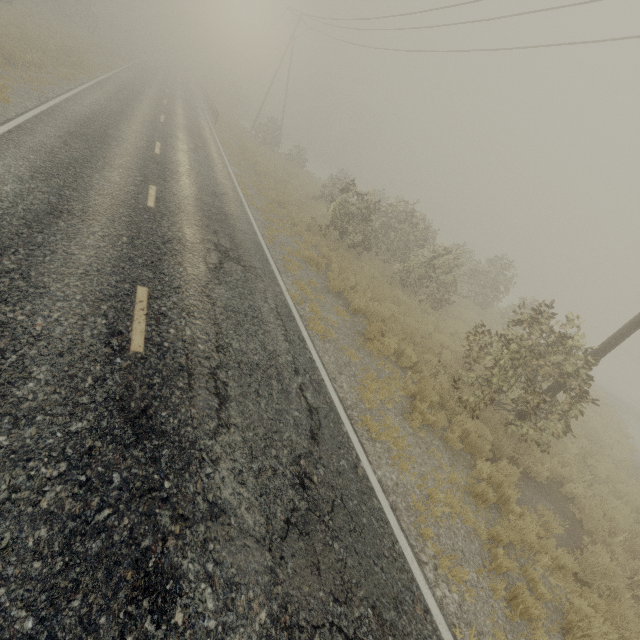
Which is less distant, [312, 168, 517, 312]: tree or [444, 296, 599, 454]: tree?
[444, 296, 599, 454]: tree

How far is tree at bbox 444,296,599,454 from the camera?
7.8 meters

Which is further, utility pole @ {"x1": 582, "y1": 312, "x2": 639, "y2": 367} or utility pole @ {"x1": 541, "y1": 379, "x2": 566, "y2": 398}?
utility pole @ {"x1": 541, "y1": 379, "x2": 566, "y2": 398}

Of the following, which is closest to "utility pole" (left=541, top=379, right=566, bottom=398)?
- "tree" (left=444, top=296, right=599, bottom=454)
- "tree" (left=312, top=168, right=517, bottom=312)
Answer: "tree" (left=444, top=296, right=599, bottom=454)

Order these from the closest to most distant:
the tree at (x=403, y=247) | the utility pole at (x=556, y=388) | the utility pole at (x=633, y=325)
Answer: the utility pole at (x=633, y=325) < the utility pole at (x=556, y=388) < the tree at (x=403, y=247)

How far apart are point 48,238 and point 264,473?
5.8 meters

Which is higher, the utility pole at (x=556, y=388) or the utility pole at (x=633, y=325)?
the utility pole at (x=633, y=325)

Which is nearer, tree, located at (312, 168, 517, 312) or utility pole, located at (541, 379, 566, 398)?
utility pole, located at (541, 379, 566, 398)
